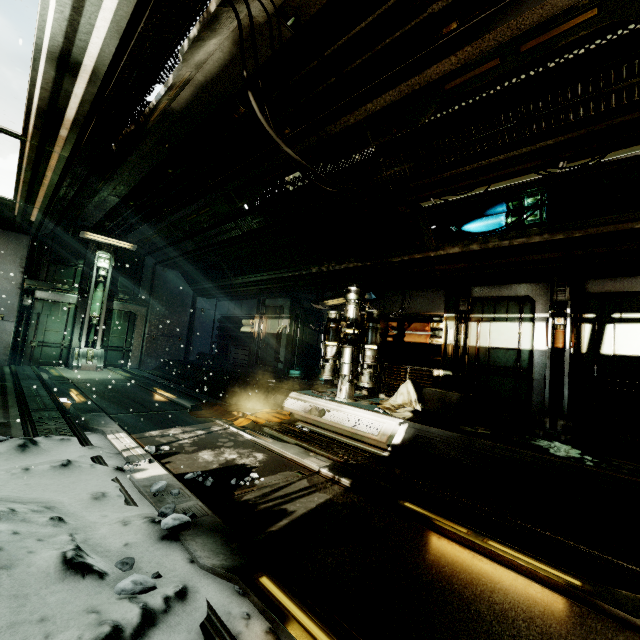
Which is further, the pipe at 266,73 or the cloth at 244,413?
the cloth at 244,413

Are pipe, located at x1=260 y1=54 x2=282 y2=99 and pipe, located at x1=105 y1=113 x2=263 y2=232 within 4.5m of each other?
yes

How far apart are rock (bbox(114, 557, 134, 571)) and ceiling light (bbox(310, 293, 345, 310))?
6.48m

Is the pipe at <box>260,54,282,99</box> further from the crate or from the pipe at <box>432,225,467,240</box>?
the crate

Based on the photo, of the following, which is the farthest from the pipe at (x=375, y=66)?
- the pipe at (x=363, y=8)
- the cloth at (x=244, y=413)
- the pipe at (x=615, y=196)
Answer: the cloth at (x=244, y=413)

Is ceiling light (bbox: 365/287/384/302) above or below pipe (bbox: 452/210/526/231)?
below

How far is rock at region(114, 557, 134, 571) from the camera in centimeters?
184cm

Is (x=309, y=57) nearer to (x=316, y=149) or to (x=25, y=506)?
(x=316, y=149)
